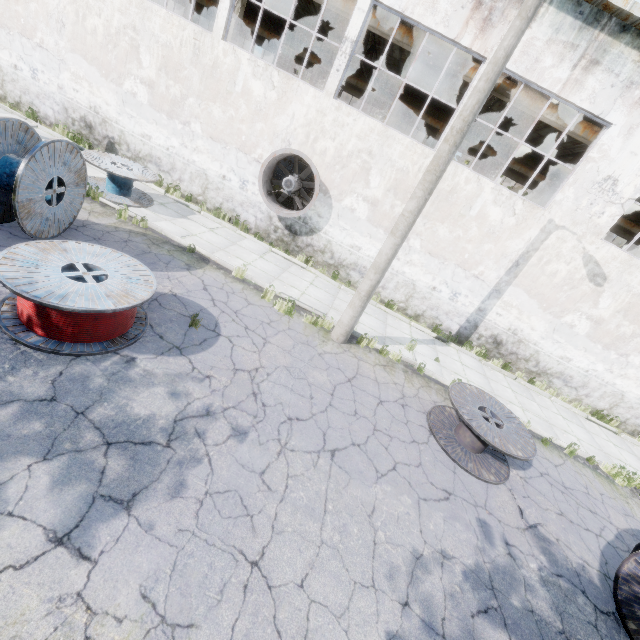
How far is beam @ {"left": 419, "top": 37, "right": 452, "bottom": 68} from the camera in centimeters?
1154cm

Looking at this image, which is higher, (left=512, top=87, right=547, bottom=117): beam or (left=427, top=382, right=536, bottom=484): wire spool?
(left=512, top=87, right=547, bottom=117): beam

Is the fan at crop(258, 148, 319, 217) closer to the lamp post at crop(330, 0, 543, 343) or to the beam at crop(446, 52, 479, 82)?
the lamp post at crop(330, 0, 543, 343)

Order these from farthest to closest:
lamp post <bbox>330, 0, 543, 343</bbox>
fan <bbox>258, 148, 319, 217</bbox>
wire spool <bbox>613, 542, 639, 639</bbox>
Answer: fan <bbox>258, 148, 319, 217</bbox>
lamp post <bbox>330, 0, 543, 343</bbox>
wire spool <bbox>613, 542, 639, 639</bbox>

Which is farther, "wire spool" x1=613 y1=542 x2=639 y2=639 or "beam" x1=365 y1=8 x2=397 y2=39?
"beam" x1=365 y1=8 x2=397 y2=39

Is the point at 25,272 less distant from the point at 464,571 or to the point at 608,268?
the point at 464,571

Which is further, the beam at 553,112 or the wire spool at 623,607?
the beam at 553,112

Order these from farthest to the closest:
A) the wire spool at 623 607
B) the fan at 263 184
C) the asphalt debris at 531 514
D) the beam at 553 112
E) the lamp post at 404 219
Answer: the beam at 553 112 < the fan at 263 184 < the asphalt debris at 531 514 < the lamp post at 404 219 < the wire spool at 623 607
